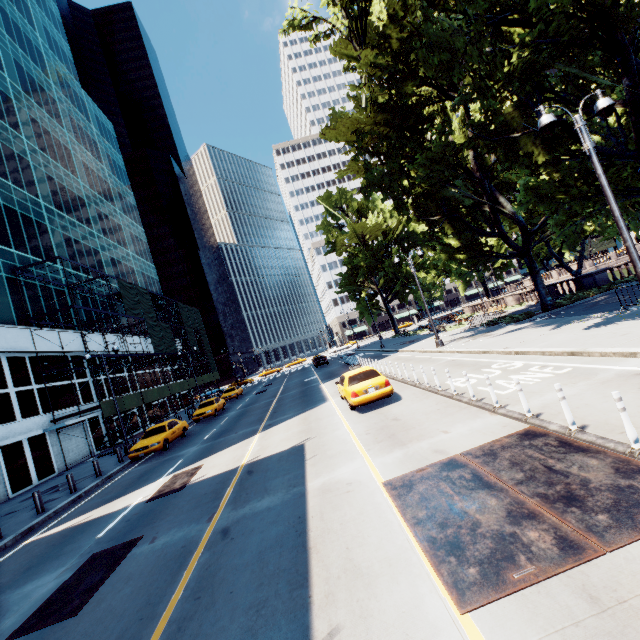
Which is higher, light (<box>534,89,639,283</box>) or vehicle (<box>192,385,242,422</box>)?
light (<box>534,89,639,283</box>)

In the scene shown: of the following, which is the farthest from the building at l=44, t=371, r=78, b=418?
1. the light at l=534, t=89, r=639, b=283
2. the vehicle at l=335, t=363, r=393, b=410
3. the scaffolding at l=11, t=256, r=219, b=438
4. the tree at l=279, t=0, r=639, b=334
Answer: the light at l=534, t=89, r=639, b=283

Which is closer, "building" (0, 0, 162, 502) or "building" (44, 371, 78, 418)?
"building" (0, 0, 162, 502)

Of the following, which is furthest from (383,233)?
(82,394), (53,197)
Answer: (82,394)

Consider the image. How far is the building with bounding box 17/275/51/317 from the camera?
25.1 meters

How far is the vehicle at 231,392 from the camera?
26.7m

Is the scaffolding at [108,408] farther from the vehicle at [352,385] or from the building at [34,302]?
the vehicle at [352,385]
